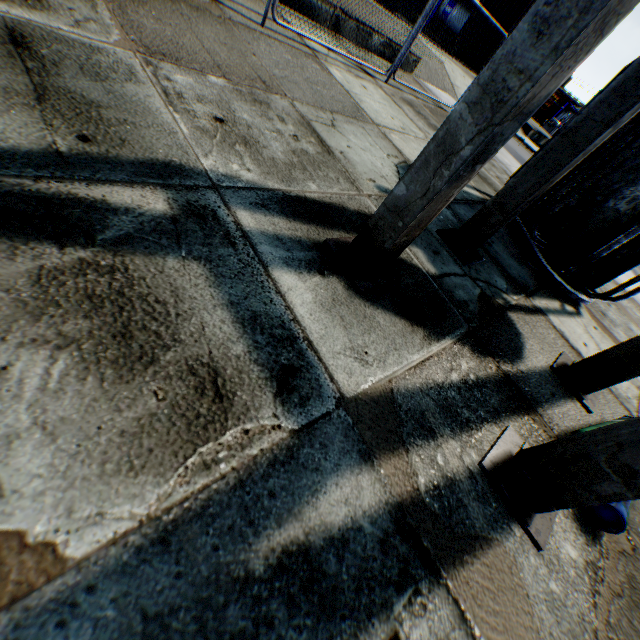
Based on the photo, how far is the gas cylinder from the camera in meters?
2.4 m

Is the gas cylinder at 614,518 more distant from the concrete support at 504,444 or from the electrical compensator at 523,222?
the electrical compensator at 523,222

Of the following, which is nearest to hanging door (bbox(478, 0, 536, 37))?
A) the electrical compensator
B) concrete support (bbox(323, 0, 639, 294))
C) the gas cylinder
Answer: the electrical compensator

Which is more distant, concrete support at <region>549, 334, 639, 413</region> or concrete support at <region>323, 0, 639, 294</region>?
concrete support at <region>549, 334, 639, 413</region>

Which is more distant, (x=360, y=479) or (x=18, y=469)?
(x=360, y=479)

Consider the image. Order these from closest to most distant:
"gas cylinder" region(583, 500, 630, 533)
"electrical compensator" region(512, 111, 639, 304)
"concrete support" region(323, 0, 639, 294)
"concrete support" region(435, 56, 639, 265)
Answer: "concrete support" region(323, 0, 639, 294)
"gas cylinder" region(583, 500, 630, 533)
"concrete support" region(435, 56, 639, 265)
"electrical compensator" region(512, 111, 639, 304)

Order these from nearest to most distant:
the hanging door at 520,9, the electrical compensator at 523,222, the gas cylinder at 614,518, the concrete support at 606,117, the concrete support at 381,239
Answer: the concrete support at 381,239 < the gas cylinder at 614,518 < the concrete support at 606,117 < the electrical compensator at 523,222 < the hanging door at 520,9
